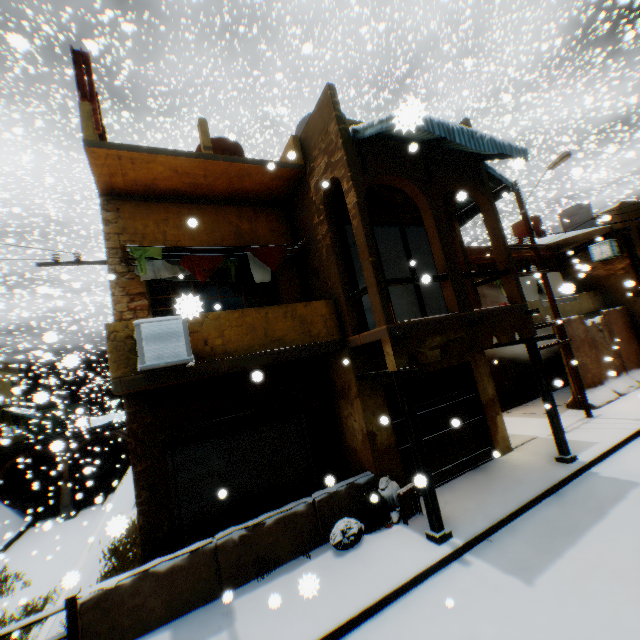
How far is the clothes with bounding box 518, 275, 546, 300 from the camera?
14.4m

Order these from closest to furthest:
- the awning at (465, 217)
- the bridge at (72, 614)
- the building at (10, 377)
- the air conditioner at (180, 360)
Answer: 1. the bridge at (72, 614)
2. the air conditioner at (180, 360)
3. the awning at (465, 217)
4. the building at (10, 377)

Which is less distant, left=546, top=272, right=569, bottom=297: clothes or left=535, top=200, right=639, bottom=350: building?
left=546, top=272, right=569, bottom=297: clothes

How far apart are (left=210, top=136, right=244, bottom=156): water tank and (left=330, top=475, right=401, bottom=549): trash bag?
9.25m

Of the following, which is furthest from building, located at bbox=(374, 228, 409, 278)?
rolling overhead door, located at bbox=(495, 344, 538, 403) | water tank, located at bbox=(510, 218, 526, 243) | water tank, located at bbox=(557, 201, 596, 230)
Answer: water tank, located at bbox=(510, 218, 526, 243)

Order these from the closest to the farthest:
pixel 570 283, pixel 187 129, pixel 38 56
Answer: pixel 570 283 → pixel 38 56 → pixel 187 129

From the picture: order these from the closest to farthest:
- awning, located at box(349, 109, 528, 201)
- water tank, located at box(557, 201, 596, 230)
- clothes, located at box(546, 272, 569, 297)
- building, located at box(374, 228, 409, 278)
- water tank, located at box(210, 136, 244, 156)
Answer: awning, located at box(349, 109, 528, 201)
clothes, located at box(546, 272, 569, 297)
water tank, located at box(210, 136, 244, 156)
building, located at box(374, 228, 409, 278)
water tank, located at box(557, 201, 596, 230)

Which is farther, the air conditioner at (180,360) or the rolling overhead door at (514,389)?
the rolling overhead door at (514,389)
